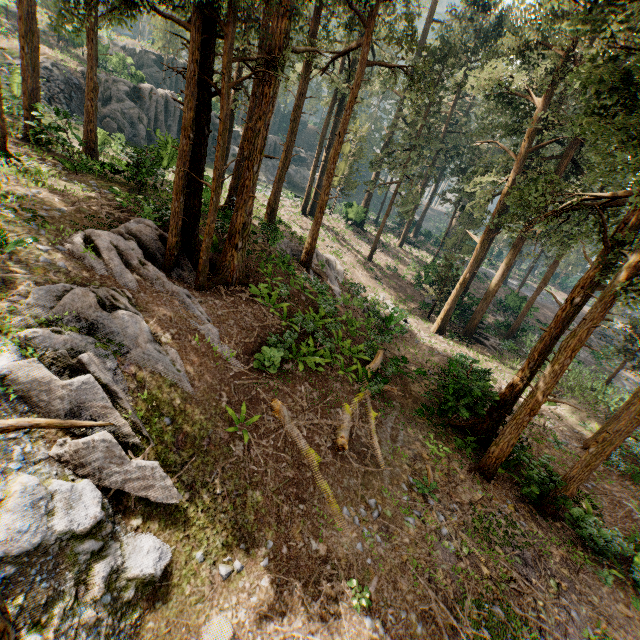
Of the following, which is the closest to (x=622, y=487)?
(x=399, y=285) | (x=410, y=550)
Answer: (x=410, y=550)

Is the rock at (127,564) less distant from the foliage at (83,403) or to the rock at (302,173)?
the foliage at (83,403)

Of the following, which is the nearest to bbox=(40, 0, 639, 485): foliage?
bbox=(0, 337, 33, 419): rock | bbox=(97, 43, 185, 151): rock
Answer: bbox=(0, 337, 33, 419): rock

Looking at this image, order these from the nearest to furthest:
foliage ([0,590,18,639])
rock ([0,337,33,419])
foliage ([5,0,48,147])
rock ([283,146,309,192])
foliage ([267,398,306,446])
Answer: foliage ([0,590,18,639]) < rock ([0,337,33,419]) < foliage ([267,398,306,446]) < foliage ([5,0,48,147]) < rock ([283,146,309,192])

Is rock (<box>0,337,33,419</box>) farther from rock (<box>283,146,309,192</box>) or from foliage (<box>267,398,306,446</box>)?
rock (<box>283,146,309,192</box>)

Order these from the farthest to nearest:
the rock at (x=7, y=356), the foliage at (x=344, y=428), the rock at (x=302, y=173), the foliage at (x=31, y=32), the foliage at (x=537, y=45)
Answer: the rock at (x=302, y=173), the foliage at (x=31, y=32), the foliage at (x=344, y=428), the foliage at (x=537, y=45), the rock at (x=7, y=356)

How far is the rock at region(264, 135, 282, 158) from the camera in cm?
5172
